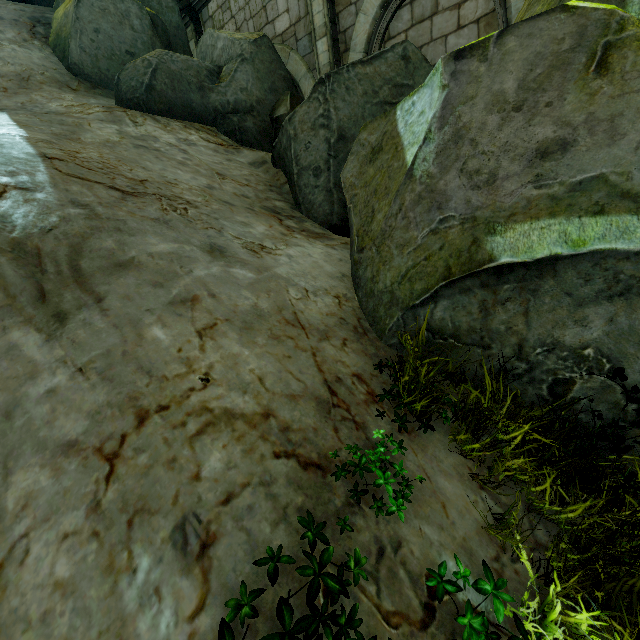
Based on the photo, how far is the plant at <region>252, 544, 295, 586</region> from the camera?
1.4m

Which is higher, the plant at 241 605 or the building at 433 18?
the building at 433 18

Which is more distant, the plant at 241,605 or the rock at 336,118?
the rock at 336,118

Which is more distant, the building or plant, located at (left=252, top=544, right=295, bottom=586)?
the building

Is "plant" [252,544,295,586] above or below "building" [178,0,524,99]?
below

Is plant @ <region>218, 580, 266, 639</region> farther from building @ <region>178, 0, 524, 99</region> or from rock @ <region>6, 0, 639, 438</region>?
building @ <region>178, 0, 524, 99</region>

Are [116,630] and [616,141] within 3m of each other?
no

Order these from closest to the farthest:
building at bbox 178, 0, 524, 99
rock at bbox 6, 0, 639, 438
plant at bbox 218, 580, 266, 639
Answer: plant at bbox 218, 580, 266, 639 → rock at bbox 6, 0, 639, 438 → building at bbox 178, 0, 524, 99
